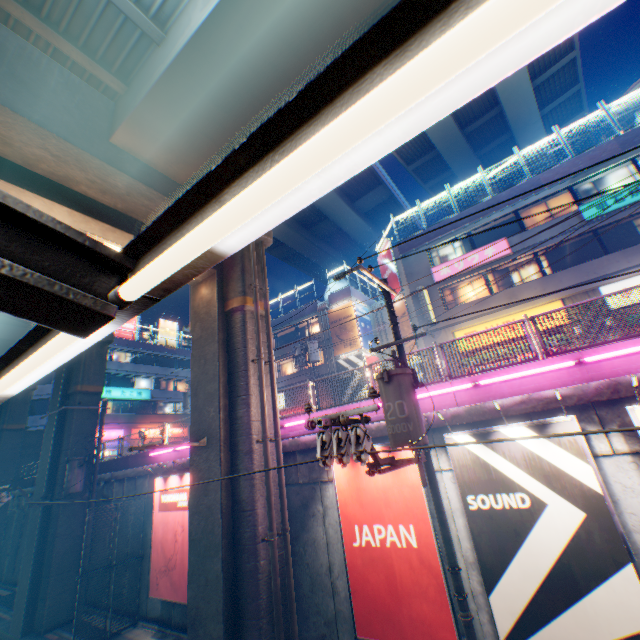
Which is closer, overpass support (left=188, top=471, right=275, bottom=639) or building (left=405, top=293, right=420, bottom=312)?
overpass support (left=188, top=471, right=275, bottom=639)

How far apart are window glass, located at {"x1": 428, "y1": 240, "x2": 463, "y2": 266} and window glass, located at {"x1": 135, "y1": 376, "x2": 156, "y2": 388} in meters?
36.5

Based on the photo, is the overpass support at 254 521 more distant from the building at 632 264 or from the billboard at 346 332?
the billboard at 346 332

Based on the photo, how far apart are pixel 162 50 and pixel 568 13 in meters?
9.8 m

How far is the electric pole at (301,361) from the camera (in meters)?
24.23

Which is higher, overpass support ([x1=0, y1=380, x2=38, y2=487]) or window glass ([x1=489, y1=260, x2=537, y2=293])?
window glass ([x1=489, y1=260, x2=537, y2=293])

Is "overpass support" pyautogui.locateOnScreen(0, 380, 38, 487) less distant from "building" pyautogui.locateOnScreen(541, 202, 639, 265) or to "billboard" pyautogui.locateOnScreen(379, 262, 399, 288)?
"billboard" pyautogui.locateOnScreen(379, 262, 399, 288)

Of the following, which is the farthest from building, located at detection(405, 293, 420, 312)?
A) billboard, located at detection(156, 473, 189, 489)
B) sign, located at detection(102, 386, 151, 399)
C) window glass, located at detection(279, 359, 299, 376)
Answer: sign, located at detection(102, 386, 151, 399)
